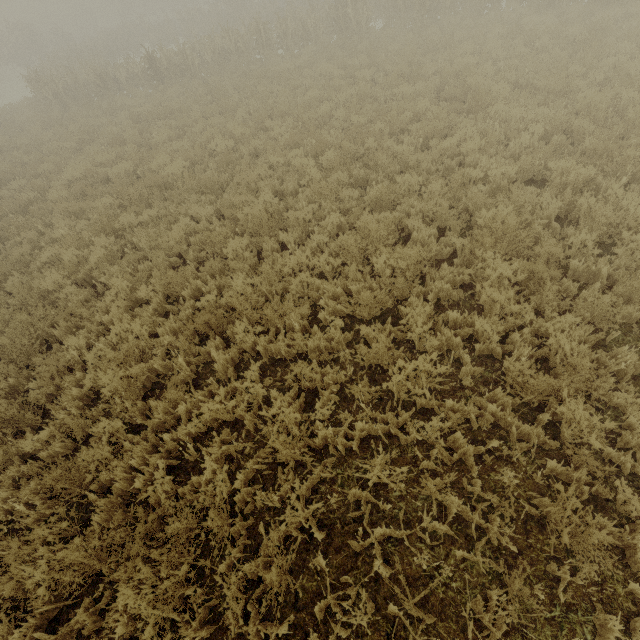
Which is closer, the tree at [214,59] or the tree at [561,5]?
the tree at [561,5]

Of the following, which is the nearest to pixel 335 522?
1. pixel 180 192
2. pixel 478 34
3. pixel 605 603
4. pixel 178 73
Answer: pixel 605 603

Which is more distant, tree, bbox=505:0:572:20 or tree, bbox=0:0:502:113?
tree, bbox=0:0:502:113
